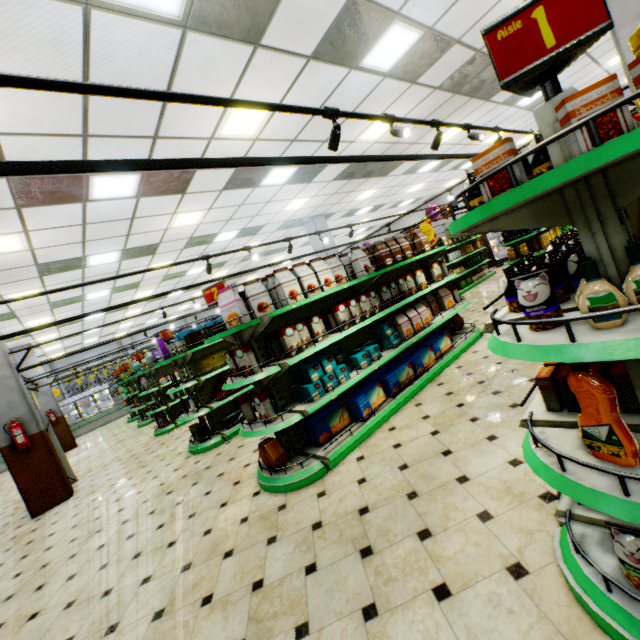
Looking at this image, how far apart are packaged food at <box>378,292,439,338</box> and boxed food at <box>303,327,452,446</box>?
0.3 meters

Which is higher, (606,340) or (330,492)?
(606,340)

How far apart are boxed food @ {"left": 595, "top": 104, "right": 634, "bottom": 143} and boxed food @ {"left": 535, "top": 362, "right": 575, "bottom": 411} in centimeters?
110cm

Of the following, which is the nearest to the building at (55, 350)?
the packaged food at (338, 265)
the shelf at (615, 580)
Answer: the shelf at (615, 580)

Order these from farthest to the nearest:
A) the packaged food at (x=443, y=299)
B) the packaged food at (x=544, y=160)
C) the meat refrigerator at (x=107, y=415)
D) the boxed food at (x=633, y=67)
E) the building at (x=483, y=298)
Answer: the meat refrigerator at (x=107, y=415) → the building at (x=483, y=298) → the packaged food at (x=443, y=299) → the packaged food at (x=544, y=160) → the boxed food at (x=633, y=67)

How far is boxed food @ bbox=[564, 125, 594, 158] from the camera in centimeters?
106cm

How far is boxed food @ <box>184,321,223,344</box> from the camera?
6.4 meters

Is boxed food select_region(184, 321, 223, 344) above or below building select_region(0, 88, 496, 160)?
below
